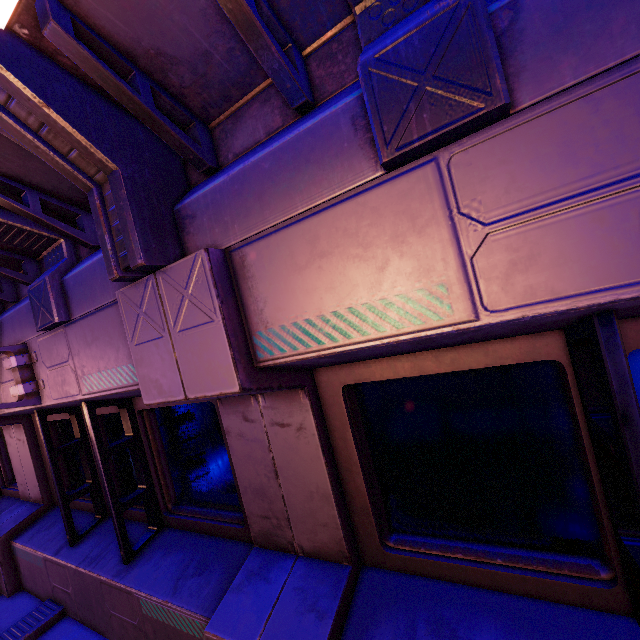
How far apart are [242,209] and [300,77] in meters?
0.6
